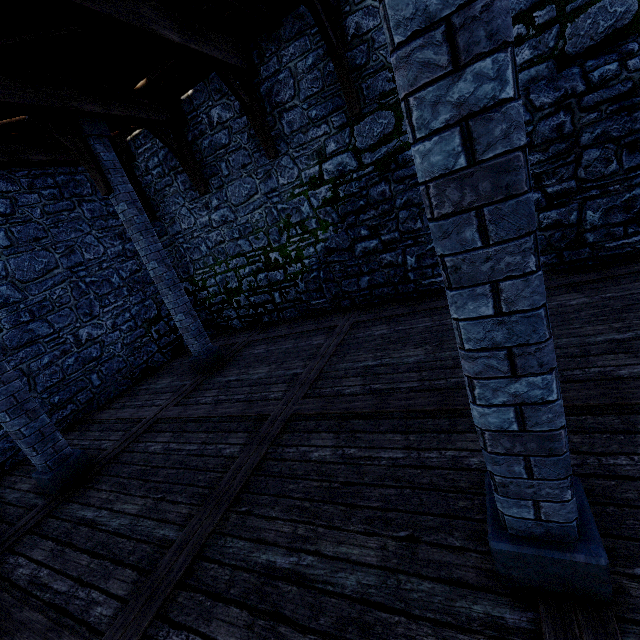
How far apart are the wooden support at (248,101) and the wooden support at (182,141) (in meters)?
2.05

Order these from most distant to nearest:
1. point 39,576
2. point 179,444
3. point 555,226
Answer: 1. point 555,226
2. point 179,444
3. point 39,576

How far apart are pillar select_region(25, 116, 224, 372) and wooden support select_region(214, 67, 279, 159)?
2.3 meters

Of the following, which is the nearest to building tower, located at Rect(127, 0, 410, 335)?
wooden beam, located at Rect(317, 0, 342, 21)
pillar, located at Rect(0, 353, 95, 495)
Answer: wooden beam, located at Rect(317, 0, 342, 21)

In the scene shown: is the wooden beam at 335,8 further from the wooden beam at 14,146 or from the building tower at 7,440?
the wooden beam at 14,146

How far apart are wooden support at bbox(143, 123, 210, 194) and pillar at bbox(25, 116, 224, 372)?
0.3 meters

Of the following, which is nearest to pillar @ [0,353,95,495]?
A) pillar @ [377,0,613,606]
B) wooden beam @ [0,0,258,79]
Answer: wooden beam @ [0,0,258,79]

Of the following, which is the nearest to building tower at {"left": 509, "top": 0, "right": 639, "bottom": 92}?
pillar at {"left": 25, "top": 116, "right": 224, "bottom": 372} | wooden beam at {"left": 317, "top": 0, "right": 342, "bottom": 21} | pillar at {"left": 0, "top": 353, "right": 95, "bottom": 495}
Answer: wooden beam at {"left": 317, "top": 0, "right": 342, "bottom": 21}
